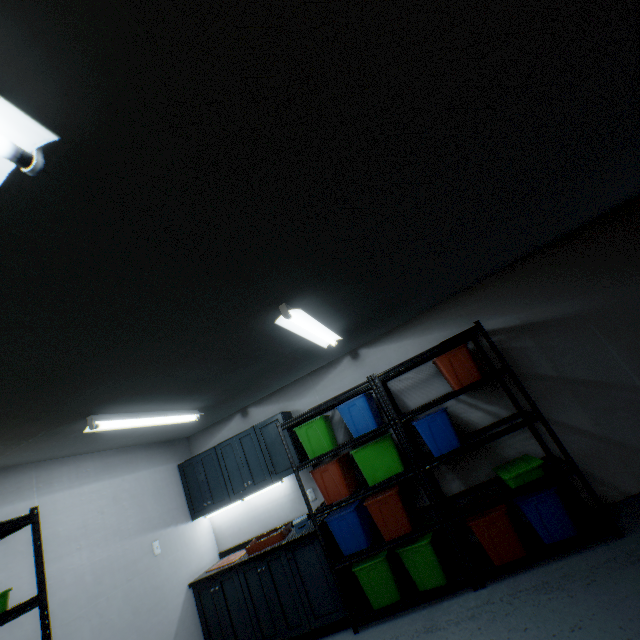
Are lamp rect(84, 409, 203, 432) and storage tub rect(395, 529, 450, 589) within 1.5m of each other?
no

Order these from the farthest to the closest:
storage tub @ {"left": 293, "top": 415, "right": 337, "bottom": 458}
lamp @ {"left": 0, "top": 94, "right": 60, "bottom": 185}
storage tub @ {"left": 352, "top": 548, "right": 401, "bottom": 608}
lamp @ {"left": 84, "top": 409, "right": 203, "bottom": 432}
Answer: storage tub @ {"left": 293, "top": 415, "right": 337, "bottom": 458}, storage tub @ {"left": 352, "top": 548, "right": 401, "bottom": 608}, lamp @ {"left": 84, "top": 409, "right": 203, "bottom": 432}, lamp @ {"left": 0, "top": 94, "right": 60, "bottom": 185}

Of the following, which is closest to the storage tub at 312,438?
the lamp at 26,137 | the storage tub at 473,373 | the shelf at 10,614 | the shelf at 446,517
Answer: the shelf at 446,517

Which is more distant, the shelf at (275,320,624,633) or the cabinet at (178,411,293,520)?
the cabinet at (178,411,293,520)

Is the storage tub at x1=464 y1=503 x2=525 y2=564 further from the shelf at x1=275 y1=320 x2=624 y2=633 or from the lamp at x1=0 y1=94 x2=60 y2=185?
the lamp at x1=0 y1=94 x2=60 y2=185

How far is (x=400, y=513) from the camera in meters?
3.0

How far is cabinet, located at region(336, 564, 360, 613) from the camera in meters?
3.2

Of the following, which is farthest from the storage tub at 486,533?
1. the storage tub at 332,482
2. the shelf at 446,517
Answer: the storage tub at 332,482
